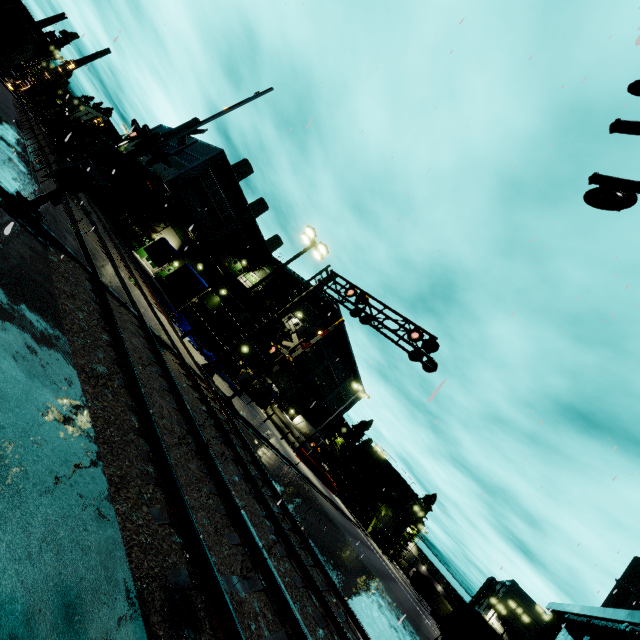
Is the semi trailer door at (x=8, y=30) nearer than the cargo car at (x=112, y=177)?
Yes

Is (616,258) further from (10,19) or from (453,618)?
(453,618)

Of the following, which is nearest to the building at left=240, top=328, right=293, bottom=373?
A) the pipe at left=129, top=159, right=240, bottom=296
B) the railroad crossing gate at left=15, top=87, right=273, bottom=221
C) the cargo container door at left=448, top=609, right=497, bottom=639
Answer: the pipe at left=129, top=159, right=240, bottom=296

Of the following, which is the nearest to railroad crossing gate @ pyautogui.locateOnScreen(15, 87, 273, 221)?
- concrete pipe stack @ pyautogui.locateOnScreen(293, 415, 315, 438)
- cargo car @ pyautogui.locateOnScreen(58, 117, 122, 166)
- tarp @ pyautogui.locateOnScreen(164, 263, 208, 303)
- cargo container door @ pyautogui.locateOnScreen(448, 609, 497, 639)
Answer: tarp @ pyautogui.locateOnScreen(164, 263, 208, 303)

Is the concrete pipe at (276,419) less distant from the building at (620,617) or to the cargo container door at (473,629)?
the building at (620,617)

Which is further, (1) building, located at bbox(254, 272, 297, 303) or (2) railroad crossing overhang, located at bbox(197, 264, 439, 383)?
(1) building, located at bbox(254, 272, 297, 303)

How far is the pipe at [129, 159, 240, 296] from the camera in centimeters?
3472cm

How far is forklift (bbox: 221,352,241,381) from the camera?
29.2 meters
